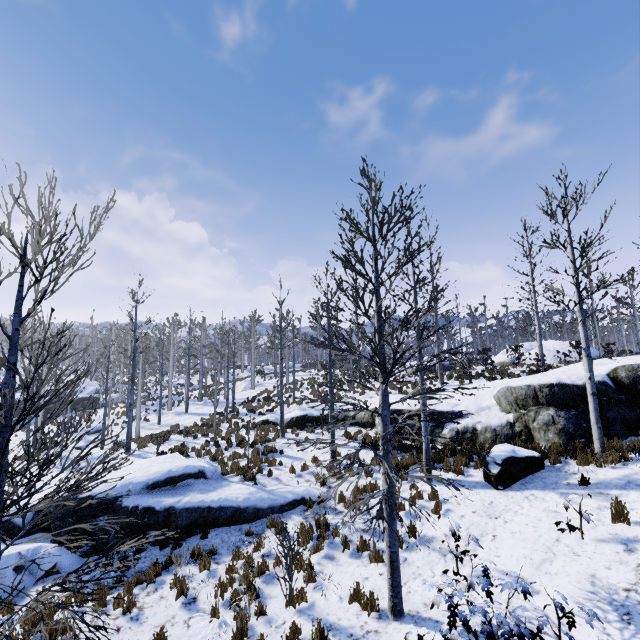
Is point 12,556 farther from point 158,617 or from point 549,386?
point 549,386

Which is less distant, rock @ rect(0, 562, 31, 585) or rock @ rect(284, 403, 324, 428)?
rock @ rect(0, 562, 31, 585)

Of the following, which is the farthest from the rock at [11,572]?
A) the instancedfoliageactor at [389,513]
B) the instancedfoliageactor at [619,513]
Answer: the instancedfoliageactor at [619,513]

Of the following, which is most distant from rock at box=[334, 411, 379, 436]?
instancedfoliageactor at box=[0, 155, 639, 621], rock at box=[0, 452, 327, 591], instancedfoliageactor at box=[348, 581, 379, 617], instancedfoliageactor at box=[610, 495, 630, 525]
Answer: rock at box=[0, 452, 327, 591]

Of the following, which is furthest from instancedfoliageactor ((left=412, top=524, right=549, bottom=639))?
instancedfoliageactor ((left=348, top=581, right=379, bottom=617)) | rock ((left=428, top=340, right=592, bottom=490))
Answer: instancedfoliageactor ((left=348, top=581, right=379, bottom=617))

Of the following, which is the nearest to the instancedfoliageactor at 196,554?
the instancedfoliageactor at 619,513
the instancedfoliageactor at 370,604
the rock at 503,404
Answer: the rock at 503,404

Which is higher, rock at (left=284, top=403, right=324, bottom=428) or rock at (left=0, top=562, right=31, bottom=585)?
rock at (left=284, top=403, right=324, bottom=428)

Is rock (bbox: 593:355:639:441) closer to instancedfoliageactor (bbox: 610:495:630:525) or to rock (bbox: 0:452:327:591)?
instancedfoliageactor (bbox: 610:495:630:525)
